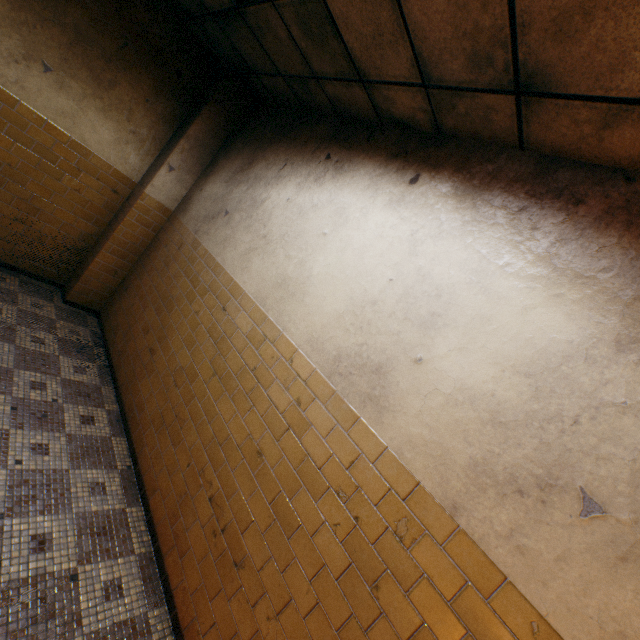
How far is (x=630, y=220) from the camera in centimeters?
164cm

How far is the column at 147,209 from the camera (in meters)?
4.42

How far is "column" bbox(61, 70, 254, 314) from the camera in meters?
4.4 m
